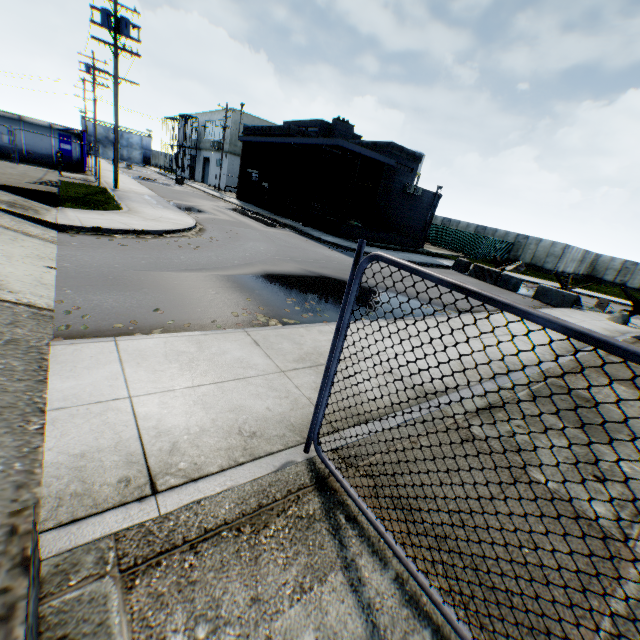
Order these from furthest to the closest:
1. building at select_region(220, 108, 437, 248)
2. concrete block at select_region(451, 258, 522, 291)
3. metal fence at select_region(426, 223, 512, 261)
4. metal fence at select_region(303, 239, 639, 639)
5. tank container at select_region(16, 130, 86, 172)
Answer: metal fence at select_region(426, 223, 512, 261), building at select_region(220, 108, 437, 248), tank container at select_region(16, 130, 86, 172), concrete block at select_region(451, 258, 522, 291), metal fence at select_region(303, 239, 639, 639)

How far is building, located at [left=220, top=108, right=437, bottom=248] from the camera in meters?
23.5

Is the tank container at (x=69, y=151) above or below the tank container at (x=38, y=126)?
below

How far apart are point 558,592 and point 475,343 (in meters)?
5.82

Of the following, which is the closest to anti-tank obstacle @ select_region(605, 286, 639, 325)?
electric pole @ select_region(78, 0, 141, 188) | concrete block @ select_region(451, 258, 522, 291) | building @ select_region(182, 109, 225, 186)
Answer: concrete block @ select_region(451, 258, 522, 291)

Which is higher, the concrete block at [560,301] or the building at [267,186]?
the building at [267,186]

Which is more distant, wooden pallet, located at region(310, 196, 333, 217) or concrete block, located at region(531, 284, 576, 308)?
wooden pallet, located at region(310, 196, 333, 217)

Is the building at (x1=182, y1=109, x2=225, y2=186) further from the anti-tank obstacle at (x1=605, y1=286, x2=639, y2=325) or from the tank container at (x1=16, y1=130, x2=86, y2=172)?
the anti-tank obstacle at (x1=605, y1=286, x2=639, y2=325)
